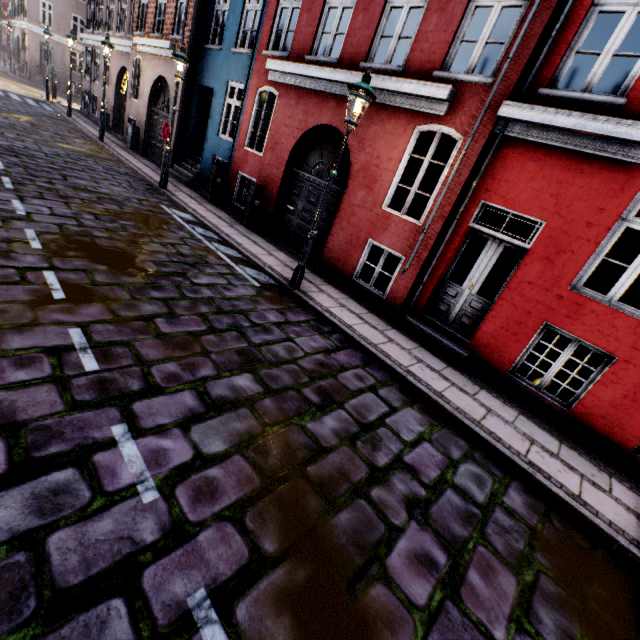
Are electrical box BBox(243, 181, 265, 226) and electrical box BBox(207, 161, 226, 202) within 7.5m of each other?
yes

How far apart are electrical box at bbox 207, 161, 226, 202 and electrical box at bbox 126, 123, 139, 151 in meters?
7.2 m

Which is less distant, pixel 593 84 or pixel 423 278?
pixel 593 84

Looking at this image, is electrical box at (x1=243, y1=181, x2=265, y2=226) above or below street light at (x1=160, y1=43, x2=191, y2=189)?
below

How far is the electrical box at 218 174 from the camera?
11.1m

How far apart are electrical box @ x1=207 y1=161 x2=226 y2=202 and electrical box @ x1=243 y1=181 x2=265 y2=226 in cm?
209

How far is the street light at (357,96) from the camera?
5.2 meters

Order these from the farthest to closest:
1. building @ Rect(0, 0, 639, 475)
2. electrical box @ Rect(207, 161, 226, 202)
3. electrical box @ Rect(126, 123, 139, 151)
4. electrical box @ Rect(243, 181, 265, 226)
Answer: electrical box @ Rect(126, 123, 139, 151) < electrical box @ Rect(207, 161, 226, 202) < electrical box @ Rect(243, 181, 265, 226) < building @ Rect(0, 0, 639, 475)
